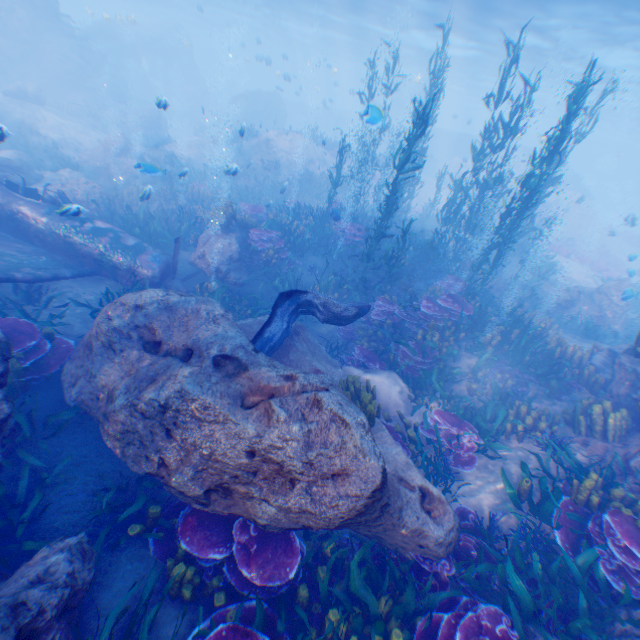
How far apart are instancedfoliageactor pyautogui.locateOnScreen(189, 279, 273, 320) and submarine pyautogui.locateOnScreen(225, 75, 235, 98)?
56.8m

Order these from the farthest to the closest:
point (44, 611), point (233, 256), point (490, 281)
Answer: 1. point (490, 281)
2. point (233, 256)
3. point (44, 611)

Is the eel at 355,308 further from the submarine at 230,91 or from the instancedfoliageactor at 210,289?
the submarine at 230,91

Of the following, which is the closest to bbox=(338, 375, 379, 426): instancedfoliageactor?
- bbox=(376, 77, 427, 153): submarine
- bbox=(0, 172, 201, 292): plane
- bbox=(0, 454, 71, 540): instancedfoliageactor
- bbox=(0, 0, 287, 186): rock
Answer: bbox=(0, 0, 287, 186): rock

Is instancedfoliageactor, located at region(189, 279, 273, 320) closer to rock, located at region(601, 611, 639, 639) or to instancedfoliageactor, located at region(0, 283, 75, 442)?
rock, located at region(601, 611, 639, 639)

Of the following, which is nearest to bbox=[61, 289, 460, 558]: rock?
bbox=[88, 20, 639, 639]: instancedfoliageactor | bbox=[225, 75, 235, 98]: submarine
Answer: Result: bbox=[88, 20, 639, 639]: instancedfoliageactor

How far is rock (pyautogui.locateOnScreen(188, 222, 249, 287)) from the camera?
10.4 meters

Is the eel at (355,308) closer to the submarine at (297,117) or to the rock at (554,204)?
the rock at (554,204)
